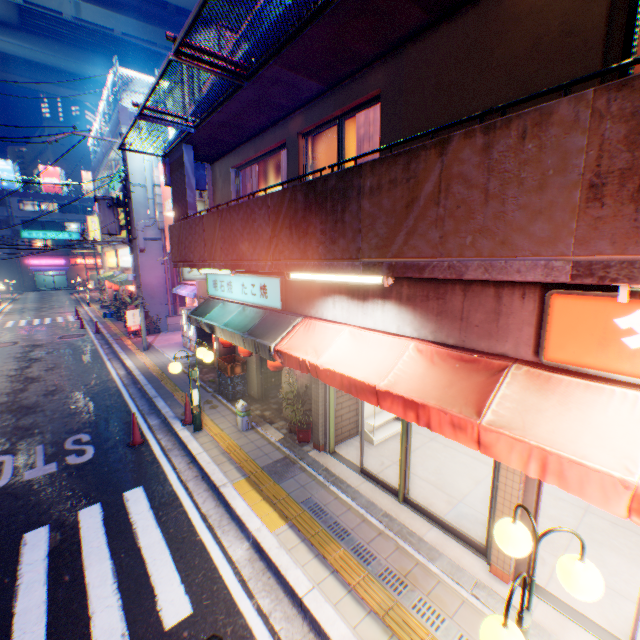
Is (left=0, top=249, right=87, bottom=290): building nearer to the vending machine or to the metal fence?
the metal fence

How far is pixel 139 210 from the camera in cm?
1872

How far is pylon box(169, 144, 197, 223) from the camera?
8.2 meters

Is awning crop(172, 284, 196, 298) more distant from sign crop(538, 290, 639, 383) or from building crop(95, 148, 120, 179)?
sign crop(538, 290, 639, 383)

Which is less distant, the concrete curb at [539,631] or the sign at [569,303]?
the sign at [569,303]

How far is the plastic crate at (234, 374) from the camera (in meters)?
10.09

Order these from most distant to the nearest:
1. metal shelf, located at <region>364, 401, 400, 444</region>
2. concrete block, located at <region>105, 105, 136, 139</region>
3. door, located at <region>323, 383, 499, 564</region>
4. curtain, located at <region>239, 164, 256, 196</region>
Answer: concrete block, located at <region>105, 105, 136, 139</region> → curtain, located at <region>239, 164, 256, 196</region> → metal shelf, located at <region>364, 401, 400, 444</region> → door, located at <region>323, 383, 499, 564</region>

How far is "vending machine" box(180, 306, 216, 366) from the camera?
14.8 meters
